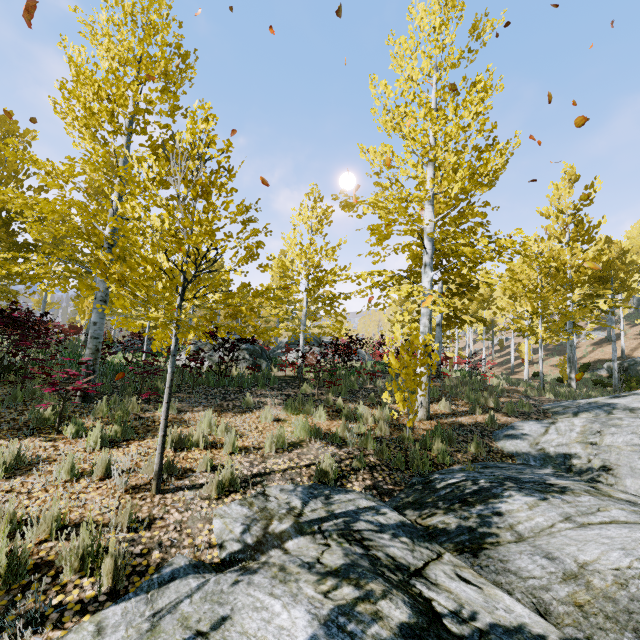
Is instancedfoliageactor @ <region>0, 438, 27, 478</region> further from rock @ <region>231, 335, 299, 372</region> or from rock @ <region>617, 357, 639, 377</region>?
rock @ <region>231, 335, 299, 372</region>

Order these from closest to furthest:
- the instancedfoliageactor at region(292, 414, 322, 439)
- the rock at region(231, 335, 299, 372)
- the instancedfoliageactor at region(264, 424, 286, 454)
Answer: the instancedfoliageactor at region(264, 424, 286, 454) < the instancedfoliageactor at region(292, 414, 322, 439) < the rock at region(231, 335, 299, 372)

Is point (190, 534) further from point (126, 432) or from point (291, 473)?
point (126, 432)

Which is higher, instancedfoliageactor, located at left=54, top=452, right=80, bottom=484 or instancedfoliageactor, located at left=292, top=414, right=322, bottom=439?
instancedfoliageactor, located at left=292, top=414, right=322, bottom=439

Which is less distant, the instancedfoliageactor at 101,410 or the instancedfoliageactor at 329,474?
the instancedfoliageactor at 329,474

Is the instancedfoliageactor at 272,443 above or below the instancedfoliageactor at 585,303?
below

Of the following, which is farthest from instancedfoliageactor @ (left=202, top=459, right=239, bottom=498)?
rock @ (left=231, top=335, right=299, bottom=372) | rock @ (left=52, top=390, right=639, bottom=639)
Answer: rock @ (left=231, top=335, right=299, bottom=372)

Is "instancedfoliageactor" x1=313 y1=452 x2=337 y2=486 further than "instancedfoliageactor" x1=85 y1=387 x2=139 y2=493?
Yes
